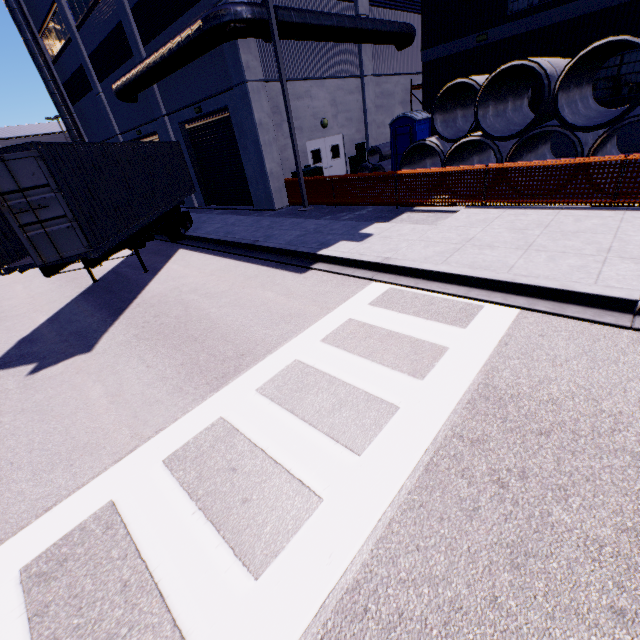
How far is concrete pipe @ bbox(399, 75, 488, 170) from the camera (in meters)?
12.00

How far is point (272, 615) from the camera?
2.4 meters

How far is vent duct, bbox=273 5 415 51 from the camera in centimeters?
1227cm

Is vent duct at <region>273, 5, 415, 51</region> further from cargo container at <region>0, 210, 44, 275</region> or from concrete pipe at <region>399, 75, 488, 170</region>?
concrete pipe at <region>399, 75, 488, 170</region>

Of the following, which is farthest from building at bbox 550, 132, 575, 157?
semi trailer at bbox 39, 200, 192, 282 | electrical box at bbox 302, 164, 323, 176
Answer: semi trailer at bbox 39, 200, 192, 282

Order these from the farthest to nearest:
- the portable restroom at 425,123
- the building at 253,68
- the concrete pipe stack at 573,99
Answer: the portable restroom at 425,123 → the building at 253,68 → the concrete pipe stack at 573,99

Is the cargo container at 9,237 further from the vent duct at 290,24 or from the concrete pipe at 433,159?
the vent duct at 290,24

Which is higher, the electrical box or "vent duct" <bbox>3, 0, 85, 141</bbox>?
"vent duct" <bbox>3, 0, 85, 141</bbox>
